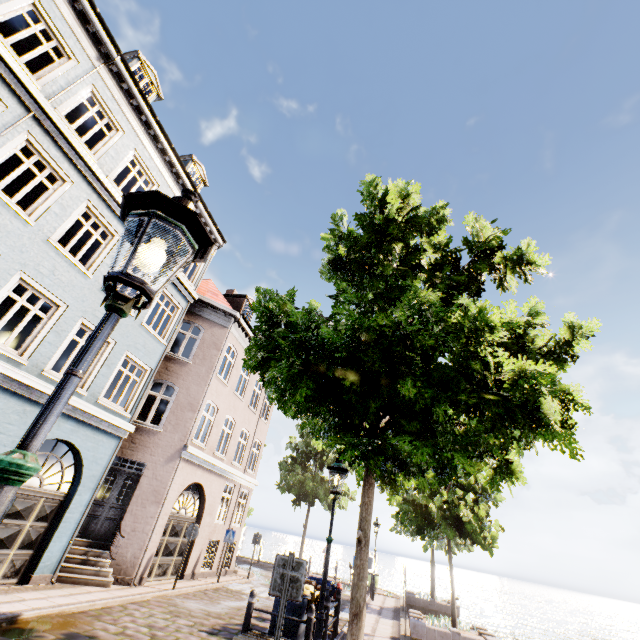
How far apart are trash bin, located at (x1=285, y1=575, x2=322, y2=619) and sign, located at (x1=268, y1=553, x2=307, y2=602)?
3.59m

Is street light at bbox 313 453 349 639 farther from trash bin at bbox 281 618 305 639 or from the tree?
the tree

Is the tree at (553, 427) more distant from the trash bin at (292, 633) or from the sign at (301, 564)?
the trash bin at (292, 633)

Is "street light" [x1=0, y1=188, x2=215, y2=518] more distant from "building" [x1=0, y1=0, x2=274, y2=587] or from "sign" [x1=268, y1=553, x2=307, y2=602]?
"building" [x1=0, y1=0, x2=274, y2=587]

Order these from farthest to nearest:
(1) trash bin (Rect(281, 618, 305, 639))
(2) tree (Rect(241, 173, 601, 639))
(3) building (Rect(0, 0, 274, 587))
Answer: (3) building (Rect(0, 0, 274, 587)) < (1) trash bin (Rect(281, 618, 305, 639)) < (2) tree (Rect(241, 173, 601, 639))

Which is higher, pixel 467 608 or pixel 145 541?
pixel 145 541

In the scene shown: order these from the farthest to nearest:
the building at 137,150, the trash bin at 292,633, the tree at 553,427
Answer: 1. the building at 137,150
2. the trash bin at 292,633
3. the tree at 553,427

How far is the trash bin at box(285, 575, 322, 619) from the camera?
7.18m
